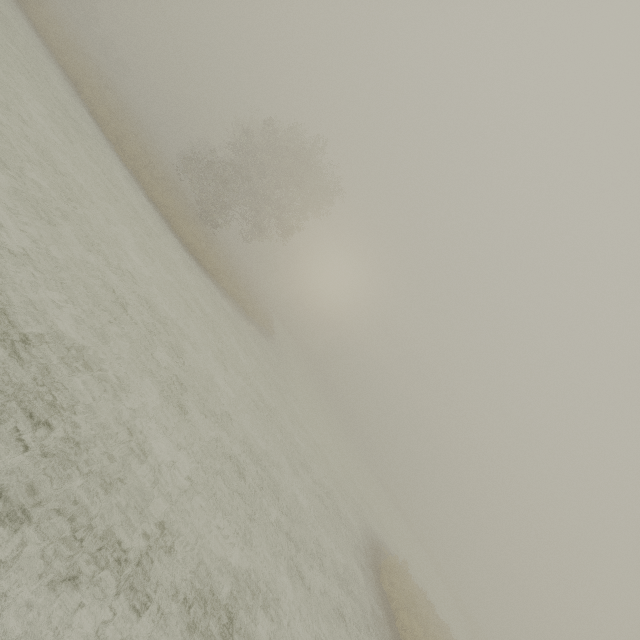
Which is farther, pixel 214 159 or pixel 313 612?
pixel 214 159

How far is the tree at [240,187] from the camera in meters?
27.6

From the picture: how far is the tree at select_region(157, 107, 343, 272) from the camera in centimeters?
2759cm
